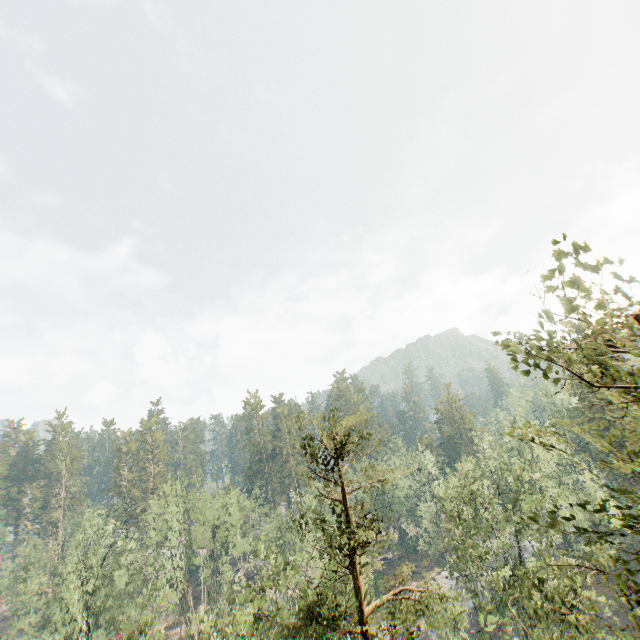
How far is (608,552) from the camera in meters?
6.3 m
